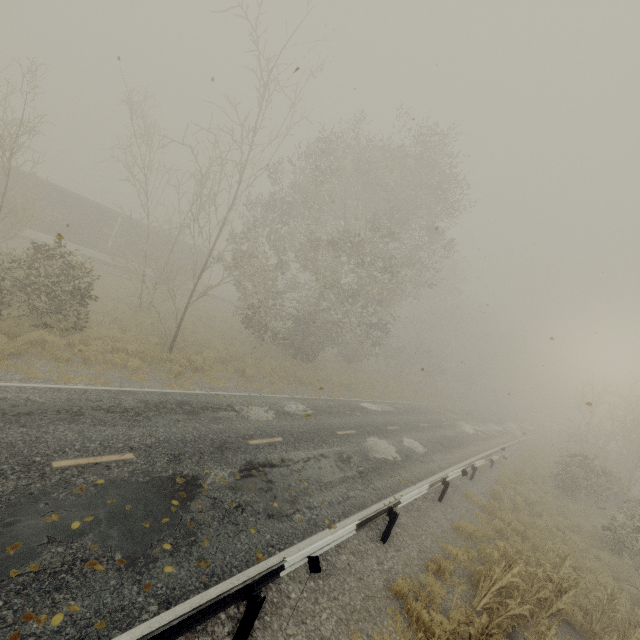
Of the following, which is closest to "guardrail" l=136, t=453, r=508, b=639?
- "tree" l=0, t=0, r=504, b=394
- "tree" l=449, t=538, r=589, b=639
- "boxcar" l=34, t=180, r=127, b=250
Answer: "tree" l=449, t=538, r=589, b=639

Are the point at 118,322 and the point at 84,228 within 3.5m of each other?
no

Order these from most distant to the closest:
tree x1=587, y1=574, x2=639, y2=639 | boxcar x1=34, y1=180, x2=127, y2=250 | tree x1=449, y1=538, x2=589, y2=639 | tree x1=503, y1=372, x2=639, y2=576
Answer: boxcar x1=34, y1=180, x2=127, y2=250 < tree x1=503, y1=372, x2=639, y2=576 < tree x1=587, y1=574, x2=639, y2=639 < tree x1=449, y1=538, x2=589, y2=639

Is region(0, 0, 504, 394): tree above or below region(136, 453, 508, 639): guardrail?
above

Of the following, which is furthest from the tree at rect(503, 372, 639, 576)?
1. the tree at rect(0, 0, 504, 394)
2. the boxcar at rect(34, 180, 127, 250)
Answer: the boxcar at rect(34, 180, 127, 250)

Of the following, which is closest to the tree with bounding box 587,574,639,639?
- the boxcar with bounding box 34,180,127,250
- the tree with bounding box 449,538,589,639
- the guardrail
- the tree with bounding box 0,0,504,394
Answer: the tree with bounding box 449,538,589,639

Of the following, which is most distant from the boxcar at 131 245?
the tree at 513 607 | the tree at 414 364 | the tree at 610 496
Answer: the tree at 513 607

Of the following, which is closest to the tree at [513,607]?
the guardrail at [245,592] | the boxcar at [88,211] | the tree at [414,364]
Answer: the guardrail at [245,592]
